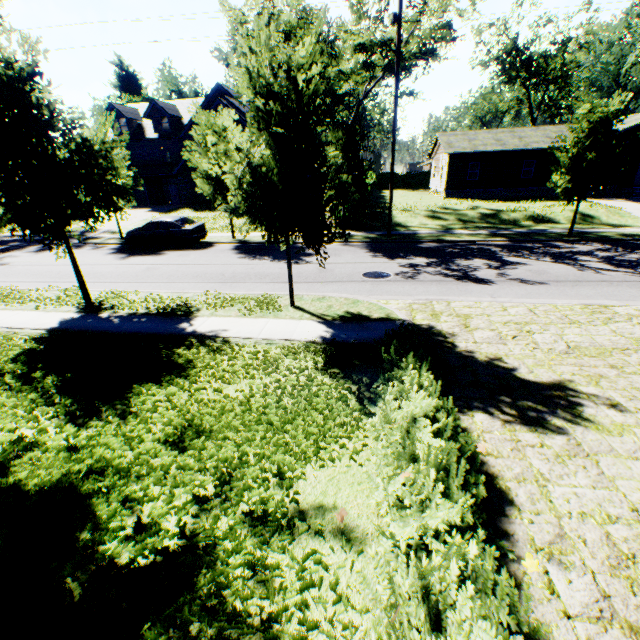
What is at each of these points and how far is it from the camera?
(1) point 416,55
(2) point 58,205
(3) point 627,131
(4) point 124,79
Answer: (1) tree, 22.5 meters
(2) tree, 9.4 meters
(3) house, 25.0 meters
(4) plant, 58.9 meters

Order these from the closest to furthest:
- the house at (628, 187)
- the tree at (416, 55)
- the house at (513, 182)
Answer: the tree at (416, 55) < the house at (628, 187) < the house at (513, 182)

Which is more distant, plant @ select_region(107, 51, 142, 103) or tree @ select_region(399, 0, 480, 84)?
plant @ select_region(107, 51, 142, 103)

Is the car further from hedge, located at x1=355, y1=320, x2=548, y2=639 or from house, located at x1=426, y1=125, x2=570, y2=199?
house, located at x1=426, y1=125, x2=570, y2=199

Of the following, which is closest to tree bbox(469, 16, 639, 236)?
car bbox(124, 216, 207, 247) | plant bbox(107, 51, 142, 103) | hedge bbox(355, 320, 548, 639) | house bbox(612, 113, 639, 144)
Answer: plant bbox(107, 51, 142, 103)

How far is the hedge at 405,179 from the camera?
52.47m

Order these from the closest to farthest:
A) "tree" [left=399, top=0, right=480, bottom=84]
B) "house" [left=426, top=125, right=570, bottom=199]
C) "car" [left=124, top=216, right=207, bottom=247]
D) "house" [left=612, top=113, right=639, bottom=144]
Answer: "tree" [left=399, top=0, right=480, bottom=84], "car" [left=124, top=216, right=207, bottom=247], "house" [left=612, top=113, right=639, bottom=144], "house" [left=426, top=125, right=570, bottom=199]

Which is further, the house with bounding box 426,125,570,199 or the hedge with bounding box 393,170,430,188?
the hedge with bounding box 393,170,430,188
